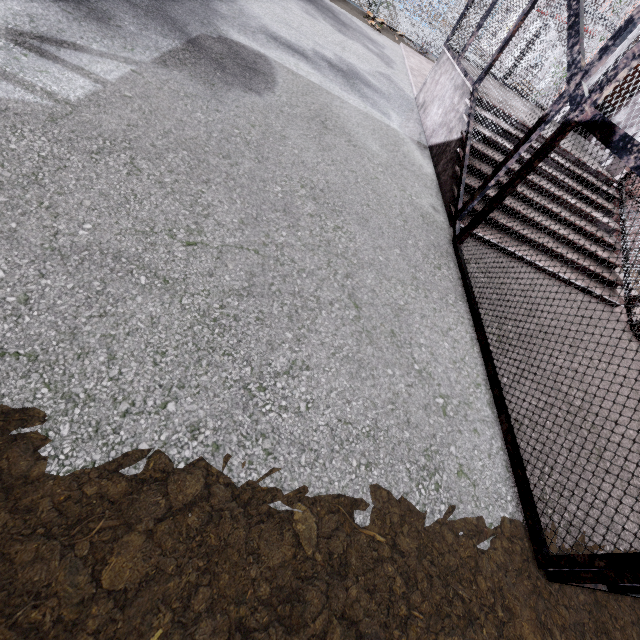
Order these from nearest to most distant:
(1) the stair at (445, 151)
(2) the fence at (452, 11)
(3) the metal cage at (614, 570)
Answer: (3) the metal cage at (614, 570), (1) the stair at (445, 151), (2) the fence at (452, 11)

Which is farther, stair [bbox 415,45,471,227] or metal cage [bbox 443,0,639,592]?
stair [bbox 415,45,471,227]

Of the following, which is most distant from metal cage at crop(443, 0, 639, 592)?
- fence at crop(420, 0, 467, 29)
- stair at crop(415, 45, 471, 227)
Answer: fence at crop(420, 0, 467, 29)

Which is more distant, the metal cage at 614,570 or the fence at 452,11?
the fence at 452,11

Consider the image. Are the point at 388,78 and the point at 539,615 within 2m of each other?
no

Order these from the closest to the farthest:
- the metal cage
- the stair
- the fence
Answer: the metal cage < the stair < the fence

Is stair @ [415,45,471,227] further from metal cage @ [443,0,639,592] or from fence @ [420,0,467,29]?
fence @ [420,0,467,29]
